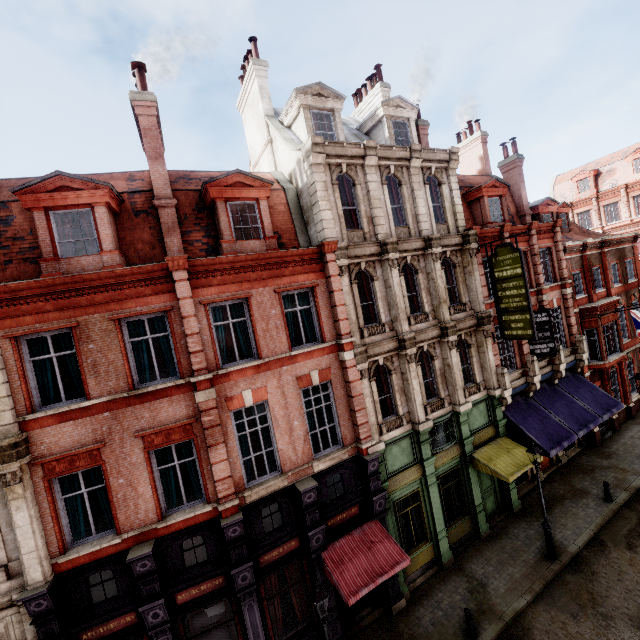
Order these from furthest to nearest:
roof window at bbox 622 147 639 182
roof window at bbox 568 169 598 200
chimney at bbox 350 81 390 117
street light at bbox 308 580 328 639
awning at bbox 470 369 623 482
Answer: roof window at bbox 568 169 598 200
roof window at bbox 622 147 639 182
chimney at bbox 350 81 390 117
awning at bbox 470 369 623 482
street light at bbox 308 580 328 639

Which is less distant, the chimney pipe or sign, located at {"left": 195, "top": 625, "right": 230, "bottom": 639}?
sign, located at {"left": 195, "top": 625, "right": 230, "bottom": 639}

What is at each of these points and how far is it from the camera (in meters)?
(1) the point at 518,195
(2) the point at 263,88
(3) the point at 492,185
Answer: (1) chimney, 20.39
(2) chimney, 15.16
(3) roof window, 18.23

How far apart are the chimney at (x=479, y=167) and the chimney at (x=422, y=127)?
6.71m

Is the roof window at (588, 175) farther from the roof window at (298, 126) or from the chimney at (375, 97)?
the roof window at (298, 126)

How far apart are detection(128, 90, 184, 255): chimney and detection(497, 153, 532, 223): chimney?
19.9m

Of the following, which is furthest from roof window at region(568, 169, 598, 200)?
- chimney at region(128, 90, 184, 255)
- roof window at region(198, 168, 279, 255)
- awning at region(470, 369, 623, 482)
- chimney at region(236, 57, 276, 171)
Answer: chimney at region(128, 90, 184, 255)

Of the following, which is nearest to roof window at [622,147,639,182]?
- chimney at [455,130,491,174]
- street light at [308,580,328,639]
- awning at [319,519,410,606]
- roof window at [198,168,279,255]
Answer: chimney at [455,130,491,174]
